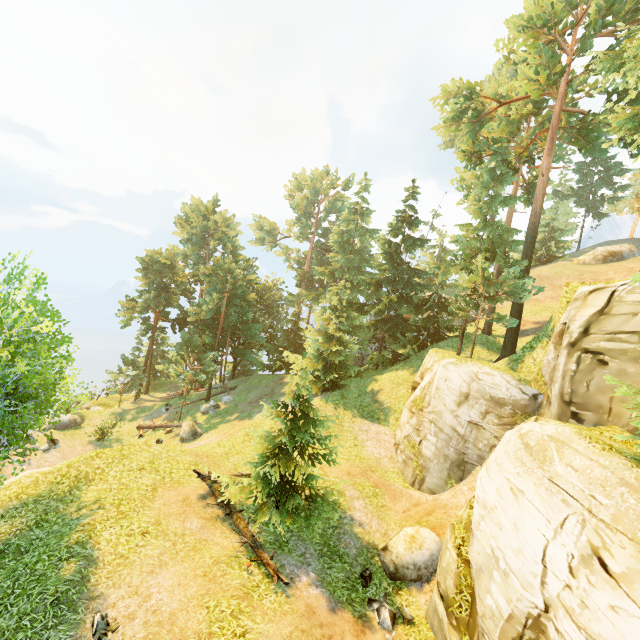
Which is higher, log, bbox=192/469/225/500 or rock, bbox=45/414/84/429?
log, bbox=192/469/225/500

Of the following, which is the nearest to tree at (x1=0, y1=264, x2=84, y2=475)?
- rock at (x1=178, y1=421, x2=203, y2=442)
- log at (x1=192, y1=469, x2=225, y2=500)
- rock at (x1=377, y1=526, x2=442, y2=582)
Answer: log at (x1=192, y1=469, x2=225, y2=500)

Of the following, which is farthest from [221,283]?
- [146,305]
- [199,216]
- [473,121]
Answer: [473,121]

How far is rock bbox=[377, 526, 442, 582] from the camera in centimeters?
1204cm

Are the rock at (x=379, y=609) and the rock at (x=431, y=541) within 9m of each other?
yes

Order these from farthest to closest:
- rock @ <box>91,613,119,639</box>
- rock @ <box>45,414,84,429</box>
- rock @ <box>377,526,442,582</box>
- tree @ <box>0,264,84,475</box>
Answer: rock @ <box>45,414,84,429</box> → rock @ <box>377,526,442,582</box> → tree @ <box>0,264,84,475</box> → rock @ <box>91,613,119,639</box>

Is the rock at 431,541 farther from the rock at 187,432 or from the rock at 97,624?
the rock at 187,432

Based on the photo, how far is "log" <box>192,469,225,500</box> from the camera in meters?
13.4 m
